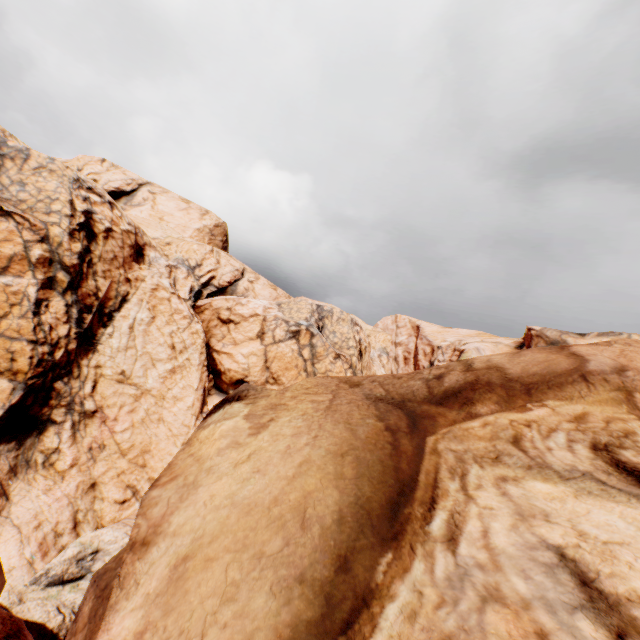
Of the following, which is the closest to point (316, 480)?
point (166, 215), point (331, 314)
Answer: point (331, 314)
